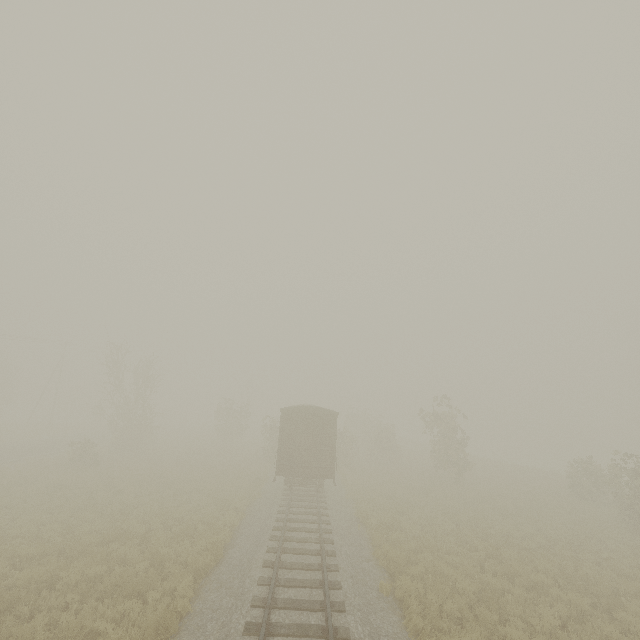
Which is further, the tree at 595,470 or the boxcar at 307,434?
the boxcar at 307,434

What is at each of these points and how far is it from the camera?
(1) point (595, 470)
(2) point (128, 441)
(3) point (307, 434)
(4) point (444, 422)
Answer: (1) tree, 22.6 meters
(2) tree, 30.3 meters
(3) boxcar, 18.7 meters
(4) tree, 26.7 meters

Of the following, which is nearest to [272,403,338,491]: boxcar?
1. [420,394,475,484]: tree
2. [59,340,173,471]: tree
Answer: [420,394,475,484]: tree

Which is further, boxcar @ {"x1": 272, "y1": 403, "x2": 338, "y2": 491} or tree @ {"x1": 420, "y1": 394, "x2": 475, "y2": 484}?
tree @ {"x1": 420, "y1": 394, "x2": 475, "y2": 484}

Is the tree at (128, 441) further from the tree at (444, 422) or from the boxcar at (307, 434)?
the boxcar at (307, 434)

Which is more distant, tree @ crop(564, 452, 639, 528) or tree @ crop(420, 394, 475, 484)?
tree @ crop(420, 394, 475, 484)

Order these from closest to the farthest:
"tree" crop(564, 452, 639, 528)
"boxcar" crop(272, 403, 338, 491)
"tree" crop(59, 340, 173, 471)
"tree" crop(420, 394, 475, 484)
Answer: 1. "tree" crop(564, 452, 639, 528)
2. "boxcar" crop(272, 403, 338, 491)
3. "tree" crop(59, 340, 173, 471)
4. "tree" crop(420, 394, 475, 484)

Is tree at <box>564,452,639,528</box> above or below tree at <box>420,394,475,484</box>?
below
